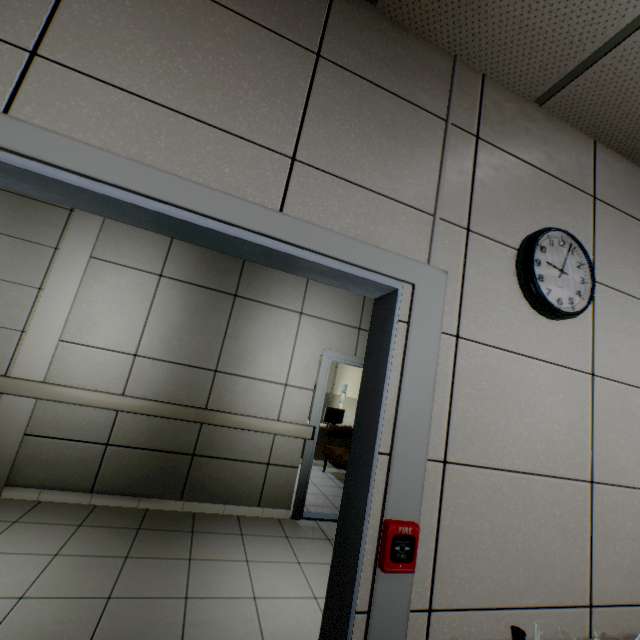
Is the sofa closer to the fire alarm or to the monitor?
the monitor

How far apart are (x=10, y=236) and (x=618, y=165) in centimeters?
540cm

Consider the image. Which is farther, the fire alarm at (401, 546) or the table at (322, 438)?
the table at (322, 438)

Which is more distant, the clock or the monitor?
the monitor

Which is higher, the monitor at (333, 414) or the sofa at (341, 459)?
the monitor at (333, 414)

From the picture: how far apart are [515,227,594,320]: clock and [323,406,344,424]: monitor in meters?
6.3 m

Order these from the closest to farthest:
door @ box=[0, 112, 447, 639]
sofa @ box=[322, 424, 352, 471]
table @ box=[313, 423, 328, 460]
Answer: door @ box=[0, 112, 447, 639] < sofa @ box=[322, 424, 352, 471] < table @ box=[313, 423, 328, 460]

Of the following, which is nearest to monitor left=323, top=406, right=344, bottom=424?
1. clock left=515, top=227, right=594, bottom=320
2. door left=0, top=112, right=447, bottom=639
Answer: door left=0, top=112, right=447, bottom=639
